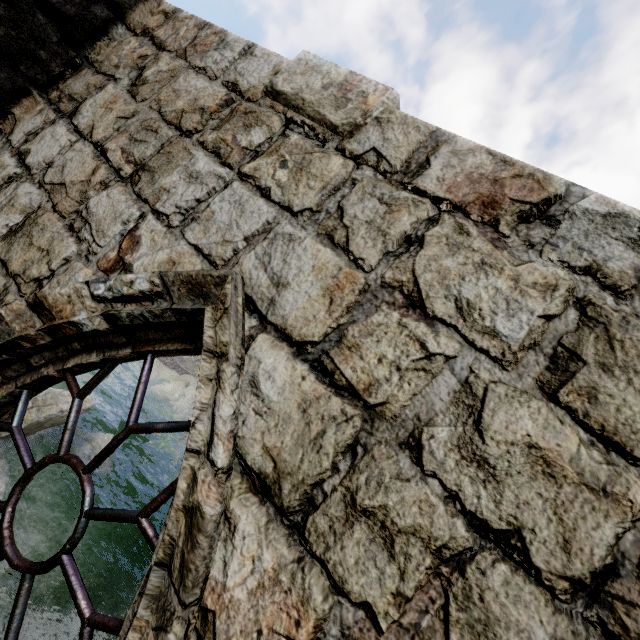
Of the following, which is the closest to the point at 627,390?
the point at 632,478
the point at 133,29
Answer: the point at 632,478

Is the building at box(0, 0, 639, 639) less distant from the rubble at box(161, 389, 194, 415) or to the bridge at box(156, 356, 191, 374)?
the rubble at box(161, 389, 194, 415)

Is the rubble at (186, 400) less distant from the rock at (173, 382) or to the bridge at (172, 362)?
the rock at (173, 382)

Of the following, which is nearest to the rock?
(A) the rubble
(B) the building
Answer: (A) the rubble

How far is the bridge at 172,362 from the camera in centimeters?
3684cm

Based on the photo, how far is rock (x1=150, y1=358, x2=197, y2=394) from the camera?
33.1m

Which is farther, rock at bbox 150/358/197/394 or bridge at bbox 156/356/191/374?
bridge at bbox 156/356/191/374

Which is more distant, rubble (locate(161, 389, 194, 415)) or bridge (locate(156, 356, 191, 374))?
bridge (locate(156, 356, 191, 374))
